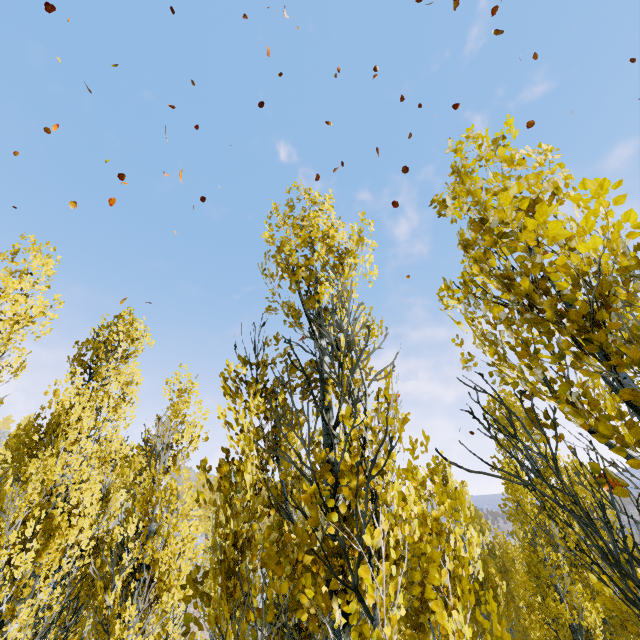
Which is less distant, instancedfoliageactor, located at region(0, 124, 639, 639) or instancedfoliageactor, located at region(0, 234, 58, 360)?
instancedfoliageactor, located at region(0, 124, 639, 639)

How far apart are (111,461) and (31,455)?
2.4 meters

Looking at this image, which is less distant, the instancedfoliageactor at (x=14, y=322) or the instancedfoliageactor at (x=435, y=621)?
the instancedfoliageactor at (x=435, y=621)

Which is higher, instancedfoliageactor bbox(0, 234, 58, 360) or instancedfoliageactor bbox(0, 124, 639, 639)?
A: instancedfoliageactor bbox(0, 234, 58, 360)

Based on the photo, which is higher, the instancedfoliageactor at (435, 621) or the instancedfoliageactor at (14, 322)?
the instancedfoliageactor at (14, 322)
